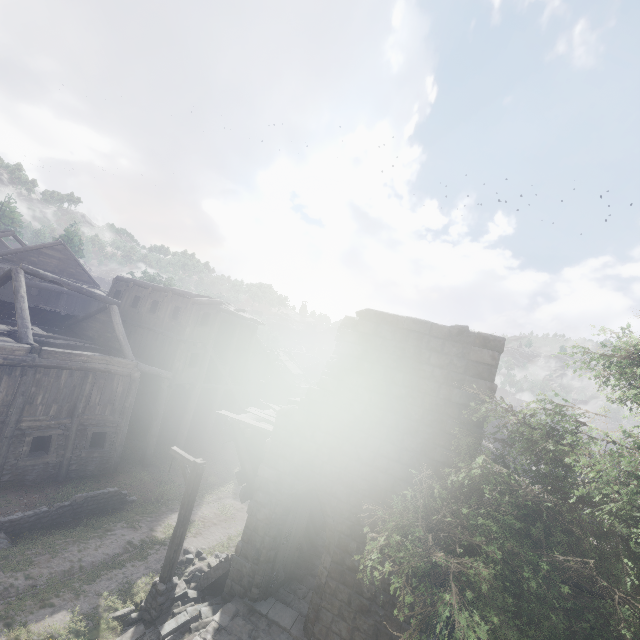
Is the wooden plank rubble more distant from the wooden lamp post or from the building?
the wooden lamp post

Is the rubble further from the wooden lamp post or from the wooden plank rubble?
the wooden plank rubble

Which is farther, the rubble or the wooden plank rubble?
the wooden plank rubble

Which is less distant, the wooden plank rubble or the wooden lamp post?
the wooden lamp post

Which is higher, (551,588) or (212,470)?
(551,588)

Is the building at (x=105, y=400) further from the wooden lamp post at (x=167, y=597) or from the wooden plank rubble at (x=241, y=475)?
the wooden lamp post at (x=167, y=597)

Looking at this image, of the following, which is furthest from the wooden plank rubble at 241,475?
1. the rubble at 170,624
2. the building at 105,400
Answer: the rubble at 170,624
